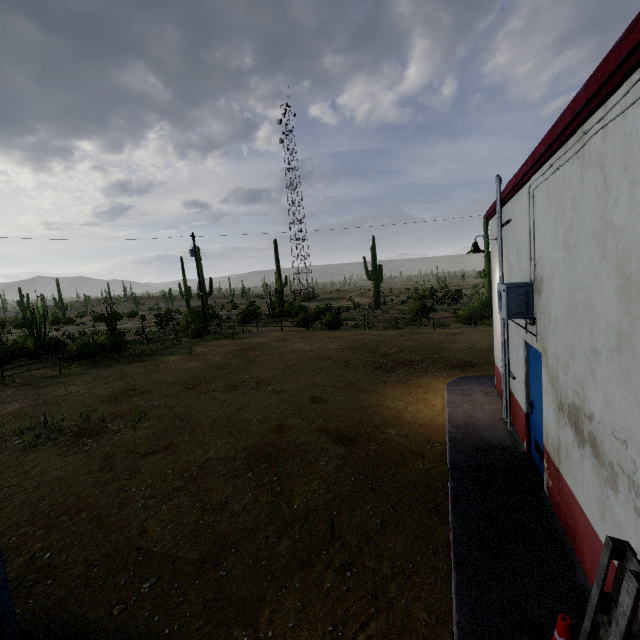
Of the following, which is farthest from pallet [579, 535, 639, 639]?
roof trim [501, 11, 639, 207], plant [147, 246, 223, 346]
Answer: plant [147, 246, 223, 346]

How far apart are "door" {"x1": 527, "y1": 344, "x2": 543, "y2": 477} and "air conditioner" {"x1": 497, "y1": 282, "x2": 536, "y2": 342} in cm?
24

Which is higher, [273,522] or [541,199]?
[541,199]

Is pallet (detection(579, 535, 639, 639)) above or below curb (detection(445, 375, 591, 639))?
above

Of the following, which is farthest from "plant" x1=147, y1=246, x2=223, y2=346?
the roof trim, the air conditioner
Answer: the air conditioner

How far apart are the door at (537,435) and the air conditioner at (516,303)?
0.24m

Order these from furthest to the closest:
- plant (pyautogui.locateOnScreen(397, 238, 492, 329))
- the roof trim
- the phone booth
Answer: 1. plant (pyautogui.locateOnScreen(397, 238, 492, 329))
2. the phone booth
3. the roof trim

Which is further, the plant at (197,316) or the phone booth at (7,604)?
the plant at (197,316)
